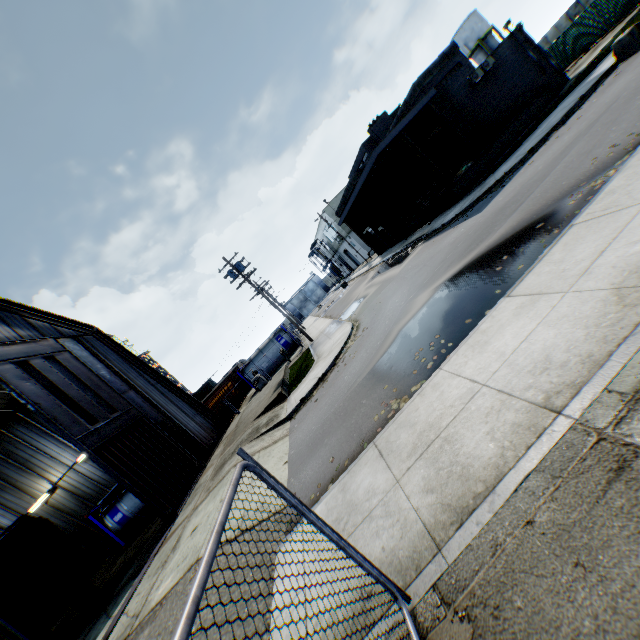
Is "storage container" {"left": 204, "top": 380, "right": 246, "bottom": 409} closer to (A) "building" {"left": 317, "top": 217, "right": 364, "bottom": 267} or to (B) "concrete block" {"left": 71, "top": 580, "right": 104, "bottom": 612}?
(B) "concrete block" {"left": 71, "top": 580, "right": 104, "bottom": 612}

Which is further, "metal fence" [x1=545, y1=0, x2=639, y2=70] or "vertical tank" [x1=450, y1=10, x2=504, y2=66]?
"vertical tank" [x1=450, y1=10, x2=504, y2=66]

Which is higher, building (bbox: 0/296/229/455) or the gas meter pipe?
building (bbox: 0/296/229/455)

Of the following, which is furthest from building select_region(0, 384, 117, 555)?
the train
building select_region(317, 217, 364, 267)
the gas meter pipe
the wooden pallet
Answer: building select_region(317, 217, 364, 267)

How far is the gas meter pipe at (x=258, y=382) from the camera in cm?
2764

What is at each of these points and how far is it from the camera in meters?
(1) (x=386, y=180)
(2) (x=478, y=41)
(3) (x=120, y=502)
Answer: (1) building, 28.2
(2) vertical tank, 42.1
(3) tank container, 19.3

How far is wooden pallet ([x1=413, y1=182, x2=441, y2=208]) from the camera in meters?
22.6 m

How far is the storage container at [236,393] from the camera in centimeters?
2939cm
